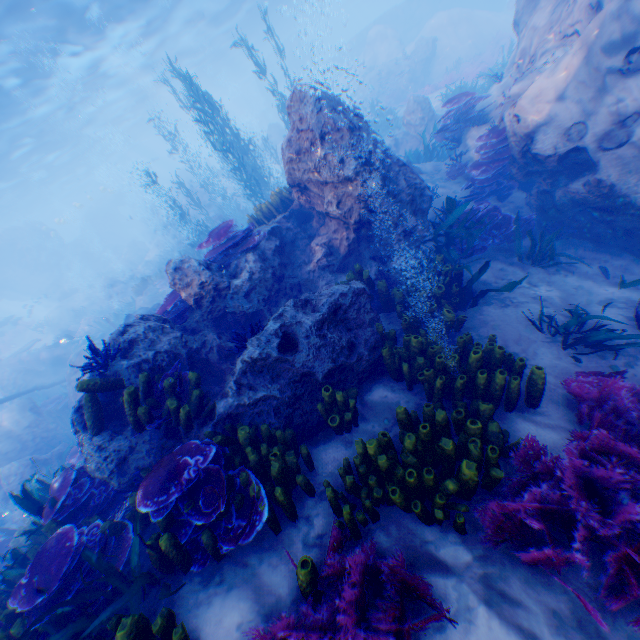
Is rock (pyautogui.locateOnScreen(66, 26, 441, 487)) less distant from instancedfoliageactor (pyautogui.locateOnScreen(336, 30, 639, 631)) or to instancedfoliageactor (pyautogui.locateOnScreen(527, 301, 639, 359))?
instancedfoliageactor (pyautogui.locateOnScreen(336, 30, 639, 631))

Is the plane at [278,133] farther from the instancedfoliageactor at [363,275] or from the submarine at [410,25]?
the instancedfoliageactor at [363,275]

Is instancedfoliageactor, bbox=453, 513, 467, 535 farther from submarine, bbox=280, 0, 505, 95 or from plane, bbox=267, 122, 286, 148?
plane, bbox=267, 122, 286, 148

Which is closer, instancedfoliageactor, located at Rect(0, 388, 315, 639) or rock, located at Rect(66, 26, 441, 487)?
instancedfoliageactor, located at Rect(0, 388, 315, 639)

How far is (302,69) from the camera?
42.4 meters

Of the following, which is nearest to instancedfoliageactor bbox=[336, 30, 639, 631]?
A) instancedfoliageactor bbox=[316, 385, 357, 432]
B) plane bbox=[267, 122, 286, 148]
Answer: instancedfoliageactor bbox=[316, 385, 357, 432]

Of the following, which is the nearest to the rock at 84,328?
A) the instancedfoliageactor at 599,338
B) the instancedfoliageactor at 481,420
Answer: the instancedfoliageactor at 481,420

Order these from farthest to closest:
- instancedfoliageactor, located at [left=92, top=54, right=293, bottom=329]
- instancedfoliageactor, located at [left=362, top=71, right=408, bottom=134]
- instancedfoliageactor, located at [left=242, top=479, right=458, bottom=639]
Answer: instancedfoliageactor, located at [left=362, top=71, right=408, bottom=134]
instancedfoliageactor, located at [left=92, top=54, right=293, bottom=329]
instancedfoliageactor, located at [left=242, top=479, right=458, bottom=639]
